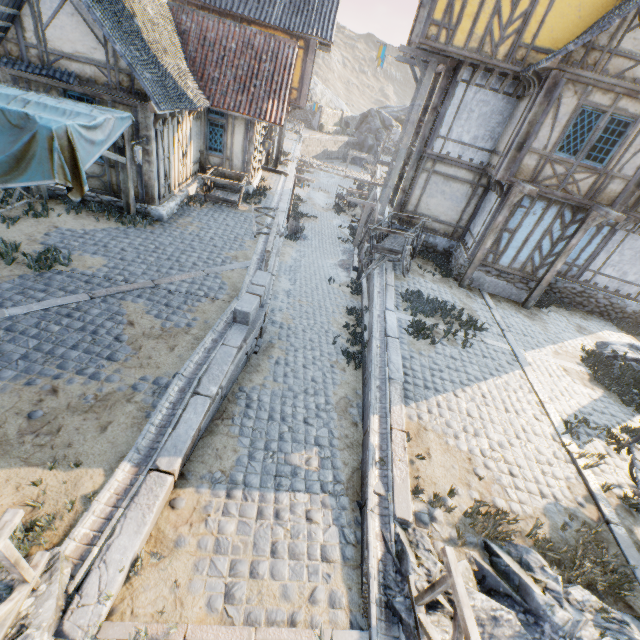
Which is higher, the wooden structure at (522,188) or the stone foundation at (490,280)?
the wooden structure at (522,188)

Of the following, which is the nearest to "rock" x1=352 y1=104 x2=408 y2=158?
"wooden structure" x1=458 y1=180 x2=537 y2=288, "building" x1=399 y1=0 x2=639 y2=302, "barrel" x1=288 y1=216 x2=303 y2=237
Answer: "building" x1=399 y1=0 x2=639 y2=302

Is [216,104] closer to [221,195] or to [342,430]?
[221,195]

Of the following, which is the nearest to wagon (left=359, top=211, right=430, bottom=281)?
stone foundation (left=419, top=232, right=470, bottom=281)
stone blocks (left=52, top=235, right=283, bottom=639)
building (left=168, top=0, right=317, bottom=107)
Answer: stone foundation (left=419, top=232, right=470, bottom=281)

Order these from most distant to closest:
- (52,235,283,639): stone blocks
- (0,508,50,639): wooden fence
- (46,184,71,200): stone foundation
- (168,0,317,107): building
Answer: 1. (168,0,317,107): building
2. (46,184,71,200): stone foundation
3. (52,235,283,639): stone blocks
4. (0,508,50,639): wooden fence

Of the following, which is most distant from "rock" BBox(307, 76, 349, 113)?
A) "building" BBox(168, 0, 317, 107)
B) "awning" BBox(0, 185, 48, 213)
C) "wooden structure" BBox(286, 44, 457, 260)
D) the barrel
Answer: the barrel

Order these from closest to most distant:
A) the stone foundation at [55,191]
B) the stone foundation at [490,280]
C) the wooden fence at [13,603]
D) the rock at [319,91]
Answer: the wooden fence at [13,603]
the stone foundation at [55,191]
the stone foundation at [490,280]
the rock at [319,91]

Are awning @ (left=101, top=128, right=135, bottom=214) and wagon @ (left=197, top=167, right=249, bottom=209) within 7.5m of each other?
yes
